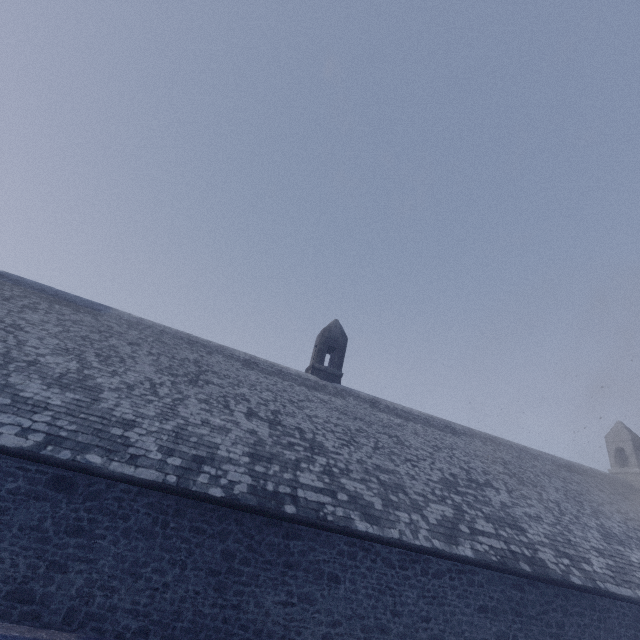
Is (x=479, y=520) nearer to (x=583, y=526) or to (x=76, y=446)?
(x=583, y=526)
